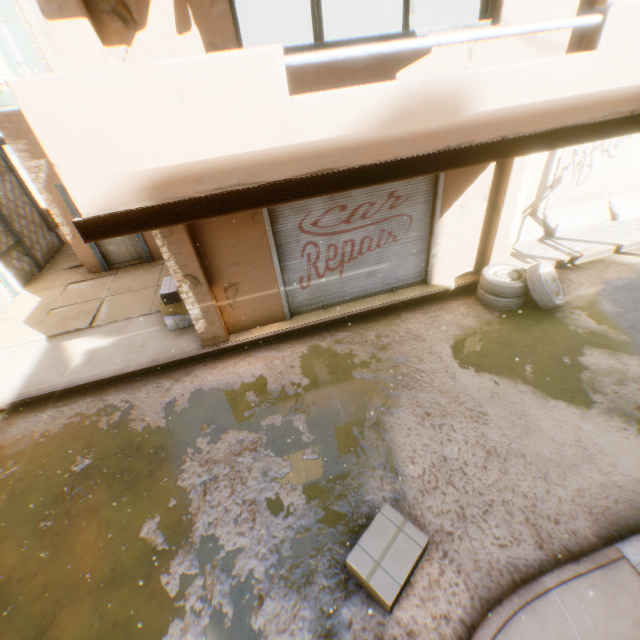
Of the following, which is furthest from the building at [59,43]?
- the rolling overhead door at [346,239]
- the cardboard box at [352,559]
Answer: the cardboard box at [352,559]

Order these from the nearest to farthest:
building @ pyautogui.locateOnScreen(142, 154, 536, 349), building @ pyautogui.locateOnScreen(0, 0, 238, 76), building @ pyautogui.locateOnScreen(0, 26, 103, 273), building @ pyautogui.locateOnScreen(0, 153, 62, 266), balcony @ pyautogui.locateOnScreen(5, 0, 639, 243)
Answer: balcony @ pyautogui.locateOnScreen(5, 0, 639, 243) → building @ pyautogui.locateOnScreen(0, 0, 238, 76) → building @ pyautogui.locateOnScreen(142, 154, 536, 349) → building @ pyautogui.locateOnScreen(0, 26, 103, 273) → building @ pyautogui.locateOnScreen(0, 153, 62, 266)

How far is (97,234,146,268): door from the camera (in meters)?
9.43

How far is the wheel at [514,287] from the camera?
6.17m

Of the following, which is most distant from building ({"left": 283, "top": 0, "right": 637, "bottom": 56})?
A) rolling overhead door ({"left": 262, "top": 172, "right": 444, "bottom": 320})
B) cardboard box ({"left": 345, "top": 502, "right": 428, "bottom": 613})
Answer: cardboard box ({"left": 345, "top": 502, "right": 428, "bottom": 613})

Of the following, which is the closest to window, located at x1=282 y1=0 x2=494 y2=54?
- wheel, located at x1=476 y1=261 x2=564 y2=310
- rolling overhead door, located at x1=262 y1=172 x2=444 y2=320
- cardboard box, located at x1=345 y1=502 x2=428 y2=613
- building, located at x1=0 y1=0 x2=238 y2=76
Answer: building, located at x1=0 y1=0 x2=238 y2=76

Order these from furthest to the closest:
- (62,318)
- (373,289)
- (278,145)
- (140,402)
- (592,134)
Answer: (62,318), (373,289), (140,402), (592,134), (278,145)

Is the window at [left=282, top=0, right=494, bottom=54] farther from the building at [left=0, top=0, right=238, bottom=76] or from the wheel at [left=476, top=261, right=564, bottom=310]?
the wheel at [left=476, top=261, right=564, bottom=310]
